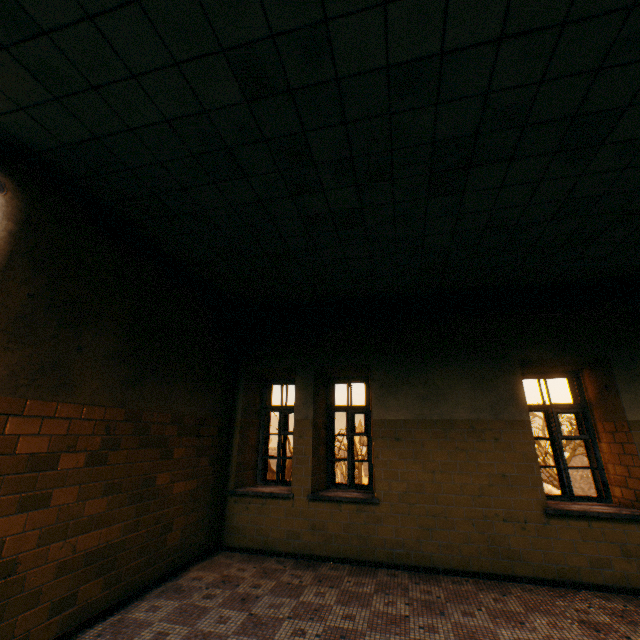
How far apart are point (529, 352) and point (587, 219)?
2.2m
